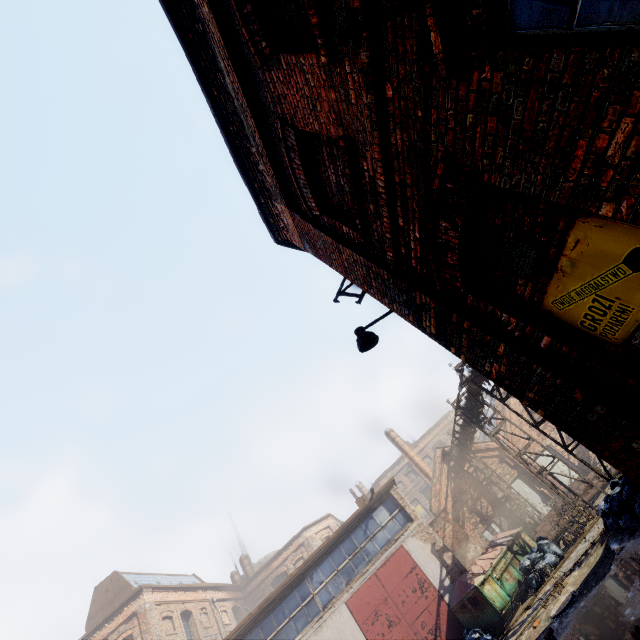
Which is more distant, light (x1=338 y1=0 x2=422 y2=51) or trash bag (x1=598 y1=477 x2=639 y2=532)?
trash bag (x1=598 y1=477 x2=639 y2=532)

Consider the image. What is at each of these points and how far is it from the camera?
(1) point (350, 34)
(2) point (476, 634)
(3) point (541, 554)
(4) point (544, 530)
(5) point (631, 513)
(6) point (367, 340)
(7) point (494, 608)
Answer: (1) light, 1.9m
(2) trash bag, 11.4m
(3) trash bag, 12.7m
(4) pipe, 15.9m
(5) trash bag, 8.7m
(6) light, 5.6m
(7) trash container, 11.8m

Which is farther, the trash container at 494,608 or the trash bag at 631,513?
the trash container at 494,608

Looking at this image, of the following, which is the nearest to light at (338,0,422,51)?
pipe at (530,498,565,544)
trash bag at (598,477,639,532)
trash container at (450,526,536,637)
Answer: trash bag at (598,477,639,532)

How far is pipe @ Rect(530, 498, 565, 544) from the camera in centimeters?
1546cm

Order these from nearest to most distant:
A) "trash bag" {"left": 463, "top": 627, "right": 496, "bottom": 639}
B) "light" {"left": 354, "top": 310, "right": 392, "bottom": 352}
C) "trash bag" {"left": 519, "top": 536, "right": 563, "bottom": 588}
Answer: "light" {"left": 354, "top": 310, "right": 392, "bottom": 352}
"trash bag" {"left": 463, "top": 627, "right": 496, "bottom": 639}
"trash bag" {"left": 519, "top": 536, "right": 563, "bottom": 588}

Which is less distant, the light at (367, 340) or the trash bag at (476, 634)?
the light at (367, 340)

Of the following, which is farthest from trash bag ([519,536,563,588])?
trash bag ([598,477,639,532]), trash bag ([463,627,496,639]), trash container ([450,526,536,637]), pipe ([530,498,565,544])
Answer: trash bag ([598,477,639,532])
